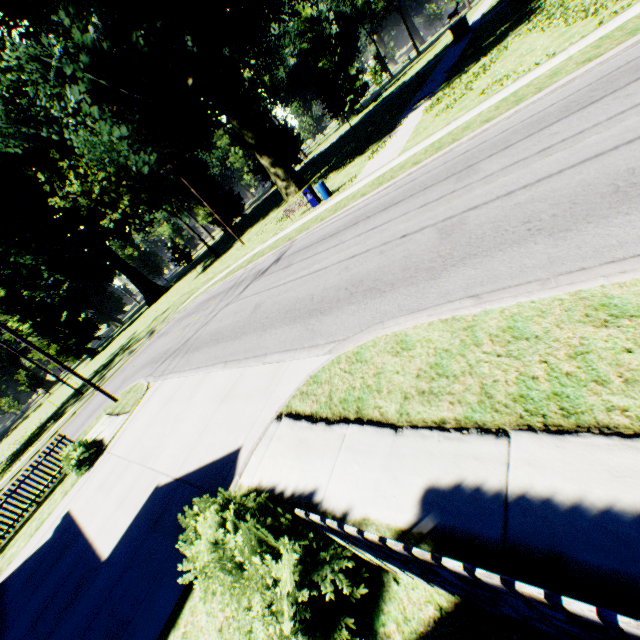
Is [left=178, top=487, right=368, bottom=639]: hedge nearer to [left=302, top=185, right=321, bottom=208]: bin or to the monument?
[left=302, top=185, right=321, bottom=208]: bin

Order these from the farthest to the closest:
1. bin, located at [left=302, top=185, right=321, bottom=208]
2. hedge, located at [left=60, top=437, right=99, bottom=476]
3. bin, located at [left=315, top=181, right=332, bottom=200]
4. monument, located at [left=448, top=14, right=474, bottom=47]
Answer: monument, located at [left=448, top=14, right=474, bottom=47] < bin, located at [left=302, top=185, right=321, bottom=208] < bin, located at [left=315, top=181, right=332, bottom=200] < hedge, located at [left=60, top=437, right=99, bottom=476]

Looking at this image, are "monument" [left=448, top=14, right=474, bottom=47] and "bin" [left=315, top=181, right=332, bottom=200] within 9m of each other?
no

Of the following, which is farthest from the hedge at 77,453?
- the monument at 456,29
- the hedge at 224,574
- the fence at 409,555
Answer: the monument at 456,29

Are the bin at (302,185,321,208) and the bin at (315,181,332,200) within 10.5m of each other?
yes

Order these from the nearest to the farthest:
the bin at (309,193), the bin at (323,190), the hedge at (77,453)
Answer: the hedge at (77,453) < the bin at (323,190) < the bin at (309,193)

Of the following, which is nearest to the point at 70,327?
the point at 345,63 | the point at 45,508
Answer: the point at 45,508

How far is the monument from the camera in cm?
3653
